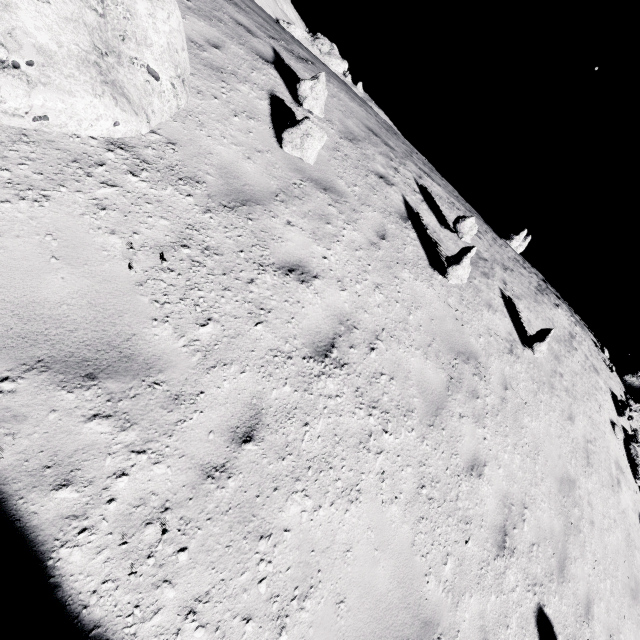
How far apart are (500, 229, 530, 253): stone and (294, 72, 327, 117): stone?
28.8m

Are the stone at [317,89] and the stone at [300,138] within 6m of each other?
yes

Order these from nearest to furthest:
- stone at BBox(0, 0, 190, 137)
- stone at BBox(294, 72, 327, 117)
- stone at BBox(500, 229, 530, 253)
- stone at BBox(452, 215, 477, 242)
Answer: stone at BBox(0, 0, 190, 137)
stone at BBox(294, 72, 327, 117)
stone at BBox(452, 215, 477, 242)
stone at BBox(500, 229, 530, 253)

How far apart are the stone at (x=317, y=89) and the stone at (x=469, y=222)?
4.0m

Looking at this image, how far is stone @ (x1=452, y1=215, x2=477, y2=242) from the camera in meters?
7.6

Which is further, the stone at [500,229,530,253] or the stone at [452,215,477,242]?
the stone at [500,229,530,253]

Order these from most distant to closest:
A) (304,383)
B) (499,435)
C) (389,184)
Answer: (389,184) → (499,435) → (304,383)

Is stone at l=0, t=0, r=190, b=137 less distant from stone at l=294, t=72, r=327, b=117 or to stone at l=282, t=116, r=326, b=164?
stone at l=282, t=116, r=326, b=164
